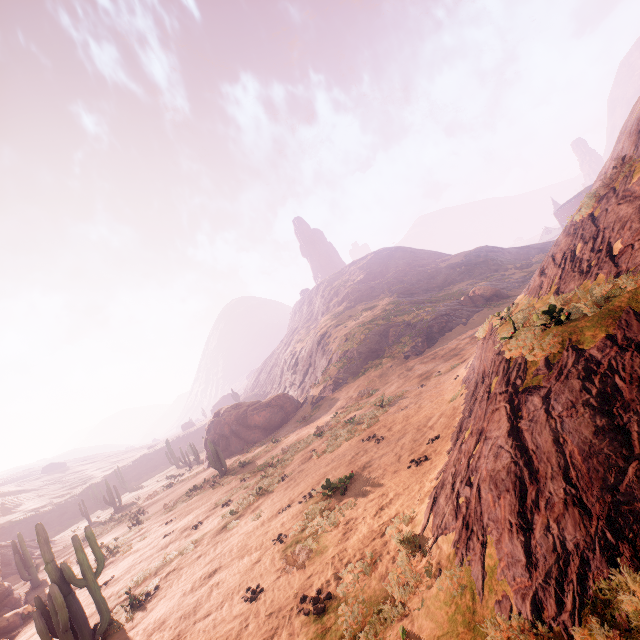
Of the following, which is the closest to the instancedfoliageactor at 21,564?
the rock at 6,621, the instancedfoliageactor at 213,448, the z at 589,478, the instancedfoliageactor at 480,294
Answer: the rock at 6,621

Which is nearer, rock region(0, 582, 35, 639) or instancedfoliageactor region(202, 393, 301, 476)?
rock region(0, 582, 35, 639)

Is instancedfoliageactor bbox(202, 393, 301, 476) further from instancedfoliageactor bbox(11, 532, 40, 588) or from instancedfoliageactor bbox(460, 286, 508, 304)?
instancedfoliageactor bbox(460, 286, 508, 304)

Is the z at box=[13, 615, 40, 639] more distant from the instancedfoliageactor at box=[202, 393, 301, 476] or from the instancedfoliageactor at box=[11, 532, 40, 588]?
the instancedfoliageactor at box=[11, 532, 40, 588]

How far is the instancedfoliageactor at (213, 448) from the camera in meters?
32.0

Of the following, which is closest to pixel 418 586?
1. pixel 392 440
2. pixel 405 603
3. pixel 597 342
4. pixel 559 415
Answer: pixel 405 603

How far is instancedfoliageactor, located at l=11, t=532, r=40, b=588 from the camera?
20.2 meters

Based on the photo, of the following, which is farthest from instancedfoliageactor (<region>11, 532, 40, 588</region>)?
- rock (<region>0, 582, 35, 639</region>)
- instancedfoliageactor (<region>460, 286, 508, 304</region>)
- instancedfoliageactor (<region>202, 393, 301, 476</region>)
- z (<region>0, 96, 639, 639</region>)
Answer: instancedfoliageactor (<region>460, 286, 508, 304</region>)
